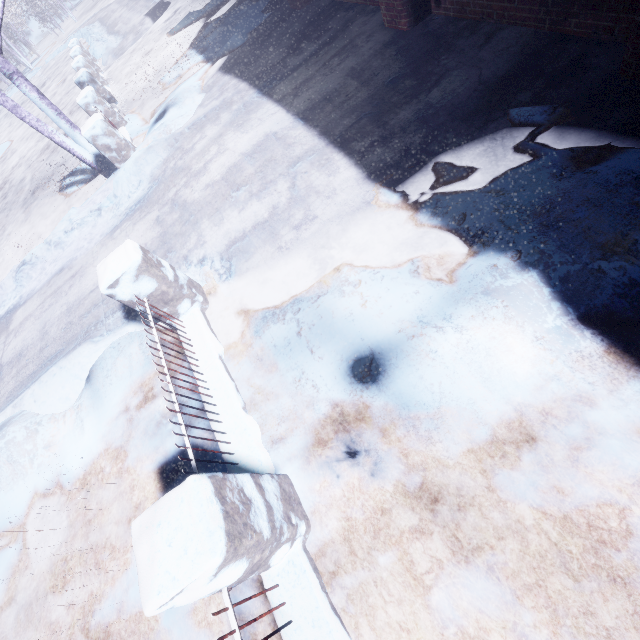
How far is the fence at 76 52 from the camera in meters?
5.6

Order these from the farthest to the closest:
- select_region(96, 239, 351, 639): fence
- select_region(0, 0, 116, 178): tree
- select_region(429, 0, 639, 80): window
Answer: select_region(0, 0, 116, 178): tree
select_region(429, 0, 639, 80): window
select_region(96, 239, 351, 639): fence

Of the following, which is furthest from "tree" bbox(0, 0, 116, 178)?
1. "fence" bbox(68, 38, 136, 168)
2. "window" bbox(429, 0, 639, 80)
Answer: "window" bbox(429, 0, 639, 80)

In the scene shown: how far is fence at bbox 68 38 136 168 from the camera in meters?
5.6 m

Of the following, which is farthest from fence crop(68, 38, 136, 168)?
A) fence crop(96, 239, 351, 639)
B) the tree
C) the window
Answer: the window

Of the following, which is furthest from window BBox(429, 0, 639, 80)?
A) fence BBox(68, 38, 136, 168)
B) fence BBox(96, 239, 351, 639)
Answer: fence BBox(68, 38, 136, 168)

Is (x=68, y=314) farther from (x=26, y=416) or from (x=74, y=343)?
(x=26, y=416)

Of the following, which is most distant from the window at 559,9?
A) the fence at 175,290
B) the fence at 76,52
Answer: the fence at 76,52
